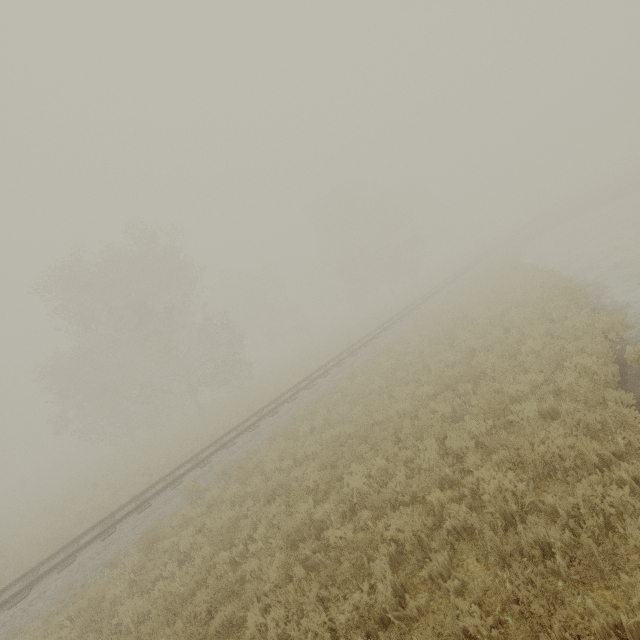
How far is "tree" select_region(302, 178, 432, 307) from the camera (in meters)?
42.06

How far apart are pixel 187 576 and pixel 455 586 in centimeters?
617cm

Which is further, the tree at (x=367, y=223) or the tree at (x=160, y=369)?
the tree at (x=367, y=223)

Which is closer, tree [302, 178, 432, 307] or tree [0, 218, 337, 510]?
tree [0, 218, 337, 510]

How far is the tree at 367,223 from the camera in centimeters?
4206cm
